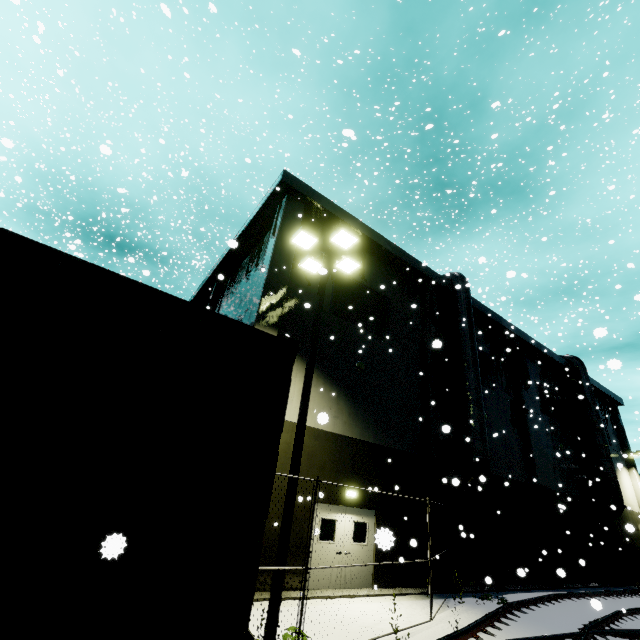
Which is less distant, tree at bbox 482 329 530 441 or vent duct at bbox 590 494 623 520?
tree at bbox 482 329 530 441

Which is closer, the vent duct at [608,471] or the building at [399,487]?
the building at [399,487]

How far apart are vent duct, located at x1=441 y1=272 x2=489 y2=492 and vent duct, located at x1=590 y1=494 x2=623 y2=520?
13.4m

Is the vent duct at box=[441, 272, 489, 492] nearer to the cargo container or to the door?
the cargo container

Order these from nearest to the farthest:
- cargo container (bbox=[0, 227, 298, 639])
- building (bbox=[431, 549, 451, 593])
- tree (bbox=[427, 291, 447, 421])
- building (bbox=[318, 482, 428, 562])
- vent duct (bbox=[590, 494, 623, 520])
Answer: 1. cargo container (bbox=[0, 227, 298, 639])
2. building (bbox=[318, 482, 428, 562])
3. building (bbox=[431, 549, 451, 593])
4. tree (bbox=[427, 291, 447, 421])
5. vent duct (bbox=[590, 494, 623, 520])

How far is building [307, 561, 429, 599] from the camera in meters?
10.5 m

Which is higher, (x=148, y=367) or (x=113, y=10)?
(x=113, y=10)

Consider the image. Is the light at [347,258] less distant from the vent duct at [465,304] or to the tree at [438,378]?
the vent duct at [465,304]
